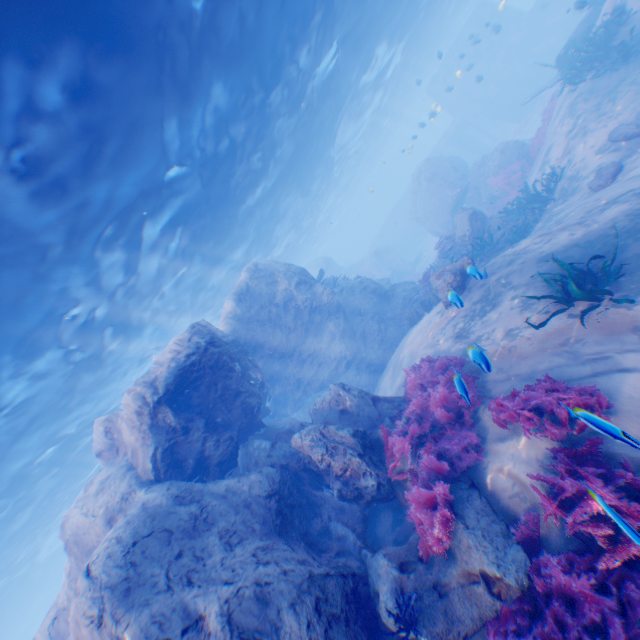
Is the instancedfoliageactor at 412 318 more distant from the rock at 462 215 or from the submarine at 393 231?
the submarine at 393 231

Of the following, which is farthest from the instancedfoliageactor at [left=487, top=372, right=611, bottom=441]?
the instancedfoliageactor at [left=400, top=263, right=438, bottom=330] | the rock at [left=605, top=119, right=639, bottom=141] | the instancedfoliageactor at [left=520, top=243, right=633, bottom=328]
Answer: the instancedfoliageactor at [left=400, top=263, right=438, bottom=330]

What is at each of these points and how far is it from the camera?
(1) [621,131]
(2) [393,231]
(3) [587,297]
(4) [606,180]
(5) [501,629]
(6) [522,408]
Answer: (1) rock, 11.0 meters
(2) submarine, 44.2 meters
(3) instancedfoliageactor, 5.9 meters
(4) rock, 10.4 meters
(5) instancedfoliageactor, 3.8 meters
(6) instancedfoliageactor, 5.0 meters

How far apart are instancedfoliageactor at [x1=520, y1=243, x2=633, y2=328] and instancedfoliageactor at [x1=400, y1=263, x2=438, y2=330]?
6.4m

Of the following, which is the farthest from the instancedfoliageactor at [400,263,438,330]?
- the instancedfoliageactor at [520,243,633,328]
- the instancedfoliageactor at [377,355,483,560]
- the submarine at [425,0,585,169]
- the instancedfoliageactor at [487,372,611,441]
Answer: the instancedfoliageactor at [487,372,611,441]

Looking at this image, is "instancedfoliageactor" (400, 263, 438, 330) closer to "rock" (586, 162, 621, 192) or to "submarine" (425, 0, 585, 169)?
"rock" (586, 162, 621, 192)

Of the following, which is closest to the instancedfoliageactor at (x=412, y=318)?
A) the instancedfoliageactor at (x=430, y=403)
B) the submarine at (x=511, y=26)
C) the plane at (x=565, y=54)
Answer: the instancedfoliageactor at (x=430, y=403)

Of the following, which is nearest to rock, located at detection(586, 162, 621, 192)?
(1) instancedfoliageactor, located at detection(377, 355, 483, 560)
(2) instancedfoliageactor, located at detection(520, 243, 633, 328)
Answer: (1) instancedfoliageactor, located at detection(377, 355, 483, 560)
